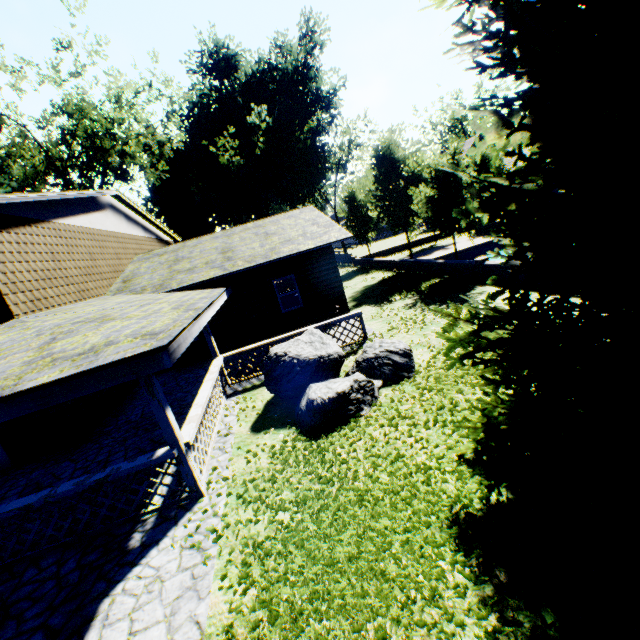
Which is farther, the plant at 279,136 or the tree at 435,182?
the plant at 279,136

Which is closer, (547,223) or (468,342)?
(547,223)

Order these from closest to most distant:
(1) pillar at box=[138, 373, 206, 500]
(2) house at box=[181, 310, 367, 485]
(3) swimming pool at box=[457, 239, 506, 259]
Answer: (1) pillar at box=[138, 373, 206, 500]
(2) house at box=[181, 310, 367, 485]
(3) swimming pool at box=[457, 239, 506, 259]

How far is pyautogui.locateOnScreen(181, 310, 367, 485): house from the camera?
6.2m

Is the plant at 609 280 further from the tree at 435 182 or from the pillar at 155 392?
the pillar at 155 392

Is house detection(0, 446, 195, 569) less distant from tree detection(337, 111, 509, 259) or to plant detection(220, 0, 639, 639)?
plant detection(220, 0, 639, 639)

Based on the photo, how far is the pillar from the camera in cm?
523

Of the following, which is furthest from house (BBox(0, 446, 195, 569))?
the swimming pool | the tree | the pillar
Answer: the swimming pool
